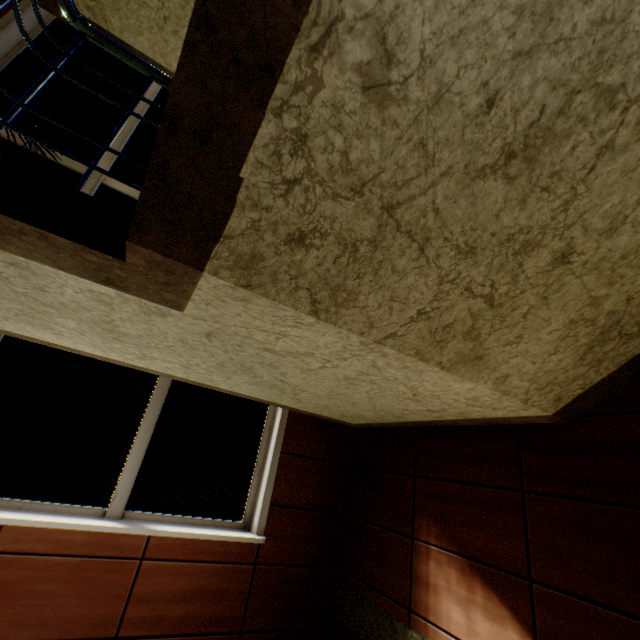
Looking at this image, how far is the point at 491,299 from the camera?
1.4 meters
